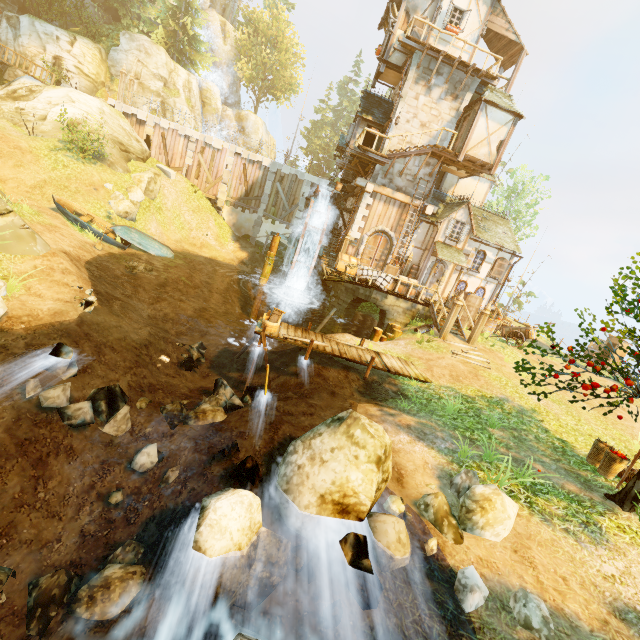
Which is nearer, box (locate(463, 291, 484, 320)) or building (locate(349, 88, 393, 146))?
box (locate(463, 291, 484, 320))

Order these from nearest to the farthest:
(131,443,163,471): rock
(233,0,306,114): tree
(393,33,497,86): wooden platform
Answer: (131,443,163,471): rock
(393,33,497,86): wooden platform
(233,0,306,114): tree

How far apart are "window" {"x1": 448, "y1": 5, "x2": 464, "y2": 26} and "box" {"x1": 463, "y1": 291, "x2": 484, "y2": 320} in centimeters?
1501cm

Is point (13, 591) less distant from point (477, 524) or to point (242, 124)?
point (477, 524)

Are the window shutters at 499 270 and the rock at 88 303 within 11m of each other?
no

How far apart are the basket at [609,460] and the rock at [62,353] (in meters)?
13.46

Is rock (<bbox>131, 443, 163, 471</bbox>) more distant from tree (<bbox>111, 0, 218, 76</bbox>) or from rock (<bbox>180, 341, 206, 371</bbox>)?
tree (<bbox>111, 0, 218, 76</bbox>)

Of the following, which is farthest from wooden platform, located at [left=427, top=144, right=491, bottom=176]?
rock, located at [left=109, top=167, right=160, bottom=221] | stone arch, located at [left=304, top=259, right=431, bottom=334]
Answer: rock, located at [left=109, top=167, right=160, bottom=221]
